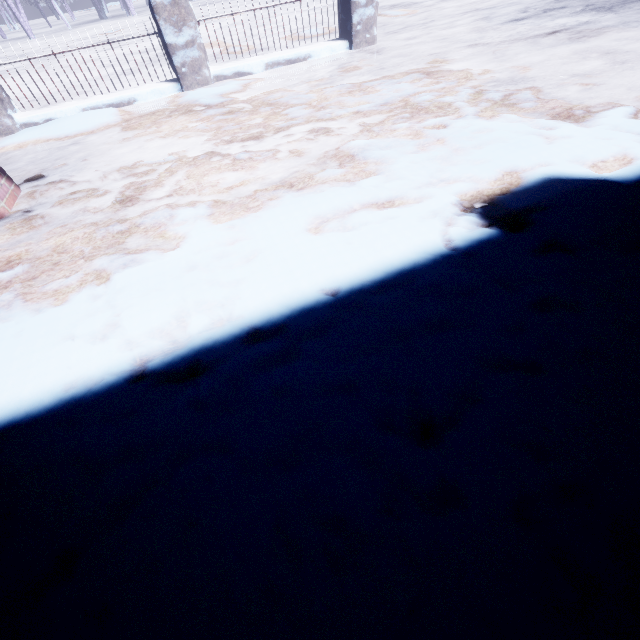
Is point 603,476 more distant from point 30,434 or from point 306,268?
point 30,434
